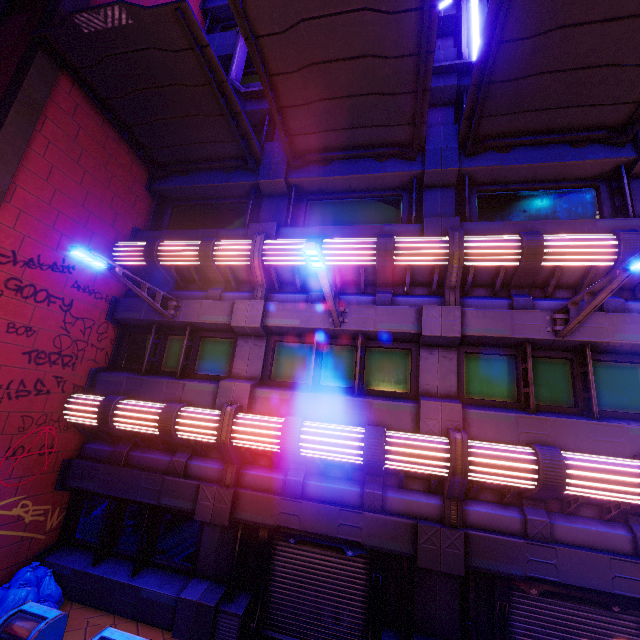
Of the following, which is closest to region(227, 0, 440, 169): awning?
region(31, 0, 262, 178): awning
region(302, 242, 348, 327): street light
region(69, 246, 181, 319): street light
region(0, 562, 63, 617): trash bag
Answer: region(31, 0, 262, 178): awning

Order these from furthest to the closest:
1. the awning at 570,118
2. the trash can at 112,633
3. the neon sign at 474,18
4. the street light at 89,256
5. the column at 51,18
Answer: the neon sign at 474,18
the column at 51,18
the street light at 89,256
the awning at 570,118
the trash can at 112,633

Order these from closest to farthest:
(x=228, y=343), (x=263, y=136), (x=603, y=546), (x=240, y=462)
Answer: (x=603, y=546) < (x=240, y=462) < (x=228, y=343) < (x=263, y=136)

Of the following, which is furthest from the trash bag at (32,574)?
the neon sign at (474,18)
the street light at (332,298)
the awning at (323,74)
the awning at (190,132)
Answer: the neon sign at (474,18)

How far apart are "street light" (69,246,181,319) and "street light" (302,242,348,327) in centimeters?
444cm

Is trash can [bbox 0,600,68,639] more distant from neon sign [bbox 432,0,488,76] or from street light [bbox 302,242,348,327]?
neon sign [bbox 432,0,488,76]

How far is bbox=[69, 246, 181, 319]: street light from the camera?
6.7 meters

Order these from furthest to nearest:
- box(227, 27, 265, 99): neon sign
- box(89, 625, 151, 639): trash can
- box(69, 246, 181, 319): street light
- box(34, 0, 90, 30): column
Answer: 1. box(227, 27, 265, 99): neon sign
2. box(34, 0, 90, 30): column
3. box(69, 246, 181, 319): street light
4. box(89, 625, 151, 639): trash can
